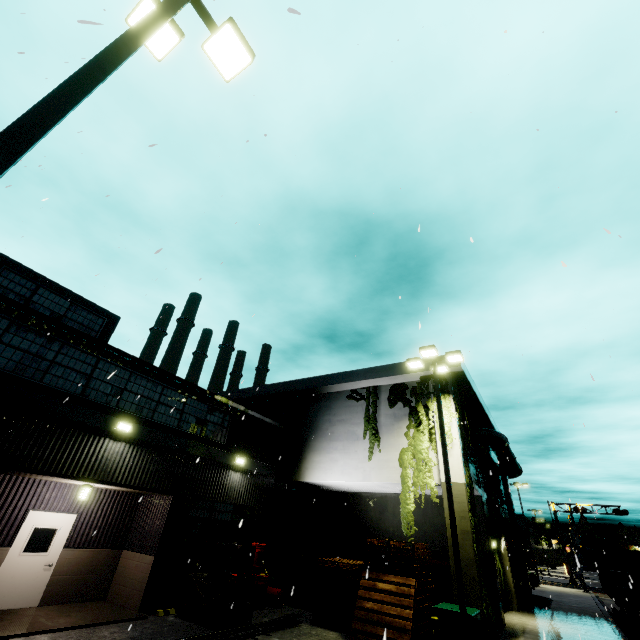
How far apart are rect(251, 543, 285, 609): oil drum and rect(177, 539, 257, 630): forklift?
1.9m

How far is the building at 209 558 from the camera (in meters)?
12.80

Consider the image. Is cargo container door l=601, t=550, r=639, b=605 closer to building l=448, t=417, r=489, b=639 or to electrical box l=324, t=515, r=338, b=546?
building l=448, t=417, r=489, b=639

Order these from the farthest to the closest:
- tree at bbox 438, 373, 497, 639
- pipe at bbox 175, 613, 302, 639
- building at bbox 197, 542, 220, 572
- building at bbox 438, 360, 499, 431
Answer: building at bbox 438, 360, 499, 431 → building at bbox 197, 542, 220, 572 → tree at bbox 438, 373, 497, 639 → pipe at bbox 175, 613, 302, 639

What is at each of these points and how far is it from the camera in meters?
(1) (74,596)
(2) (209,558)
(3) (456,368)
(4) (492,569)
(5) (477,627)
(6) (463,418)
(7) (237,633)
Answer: (1) building, 10.8 m
(2) building, 13.1 m
(3) building, 15.6 m
(4) building, 14.5 m
(5) electrical box, 10.3 m
(6) tree, 15.5 m
(7) pipe, 9.4 m

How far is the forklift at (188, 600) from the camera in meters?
10.1 m

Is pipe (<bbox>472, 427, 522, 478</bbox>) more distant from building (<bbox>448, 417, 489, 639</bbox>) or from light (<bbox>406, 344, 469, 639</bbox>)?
light (<bbox>406, 344, 469, 639</bbox>)

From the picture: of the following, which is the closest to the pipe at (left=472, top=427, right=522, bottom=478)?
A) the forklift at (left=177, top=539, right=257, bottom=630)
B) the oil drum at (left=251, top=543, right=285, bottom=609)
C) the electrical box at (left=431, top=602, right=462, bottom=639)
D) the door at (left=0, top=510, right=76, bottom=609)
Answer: the electrical box at (left=431, top=602, right=462, bottom=639)
